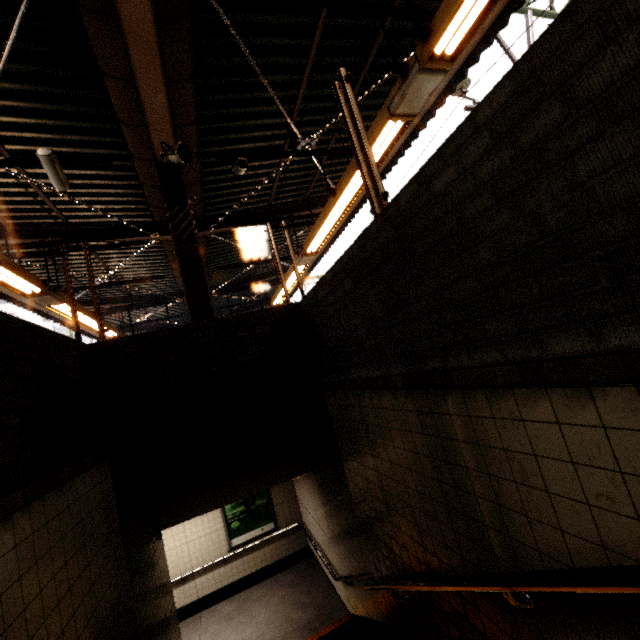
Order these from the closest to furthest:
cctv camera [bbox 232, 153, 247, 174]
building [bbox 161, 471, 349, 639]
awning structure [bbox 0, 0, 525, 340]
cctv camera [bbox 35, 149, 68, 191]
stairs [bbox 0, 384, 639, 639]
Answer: stairs [bbox 0, 384, 639, 639]
awning structure [bbox 0, 0, 525, 340]
cctv camera [bbox 35, 149, 68, 191]
cctv camera [bbox 232, 153, 247, 174]
building [bbox 161, 471, 349, 639]

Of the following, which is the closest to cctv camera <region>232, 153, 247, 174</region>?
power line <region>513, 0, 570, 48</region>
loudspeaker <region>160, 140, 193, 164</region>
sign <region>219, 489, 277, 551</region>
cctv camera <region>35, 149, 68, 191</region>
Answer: loudspeaker <region>160, 140, 193, 164</region>

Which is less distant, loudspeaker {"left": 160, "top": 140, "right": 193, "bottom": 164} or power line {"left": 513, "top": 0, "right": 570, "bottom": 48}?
loudspeaker {"left": 160, "top": 140, "right": 193, "bottom": 164}

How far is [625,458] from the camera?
1.0m

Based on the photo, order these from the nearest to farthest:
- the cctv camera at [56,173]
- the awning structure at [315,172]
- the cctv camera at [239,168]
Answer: the awning structure at [315,172], the cctv camera at [56,173], the cctv camera at [239,168]

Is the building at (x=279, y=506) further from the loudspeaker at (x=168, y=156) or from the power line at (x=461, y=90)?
the power line at (x=461, y=90)

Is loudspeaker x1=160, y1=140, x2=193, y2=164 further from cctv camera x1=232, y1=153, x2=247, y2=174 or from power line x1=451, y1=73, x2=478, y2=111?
power line x1=451, y1=73, x2=478, y2=111

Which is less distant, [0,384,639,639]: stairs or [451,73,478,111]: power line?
[0,384,639,639]: stairs
